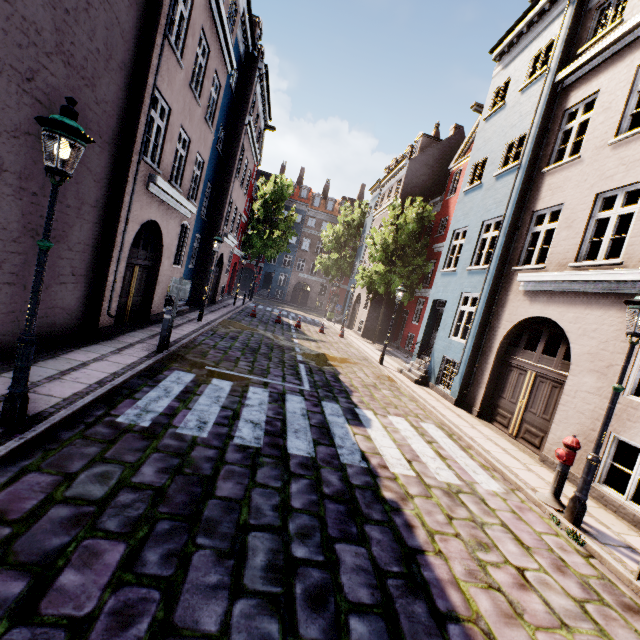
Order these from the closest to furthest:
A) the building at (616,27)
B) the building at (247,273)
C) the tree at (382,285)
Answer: the building at (616,27) → the tree at (382,285) → the building at (247,273)

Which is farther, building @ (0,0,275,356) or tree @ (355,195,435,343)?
tree @ (355,195,435,343)

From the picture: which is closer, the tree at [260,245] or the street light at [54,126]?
the street light at [54,126]

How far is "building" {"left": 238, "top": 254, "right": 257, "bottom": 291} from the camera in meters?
44.7

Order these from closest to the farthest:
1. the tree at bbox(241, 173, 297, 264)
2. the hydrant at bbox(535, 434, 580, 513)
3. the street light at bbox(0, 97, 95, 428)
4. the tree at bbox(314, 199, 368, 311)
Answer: Answer: the street light at bbox(0, 97, 95, 428) < the hydrant at bbox(535, 434, 580, 513) < the tree at bbox(241, 173, 297, 264) < the tree at bbox(314, 199, 368, 311)

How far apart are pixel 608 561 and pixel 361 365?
10.0 meters

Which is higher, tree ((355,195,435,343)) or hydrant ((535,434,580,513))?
tree ((355,195,435,343))

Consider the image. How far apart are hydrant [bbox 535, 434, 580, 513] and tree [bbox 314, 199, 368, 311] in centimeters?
3127cm
